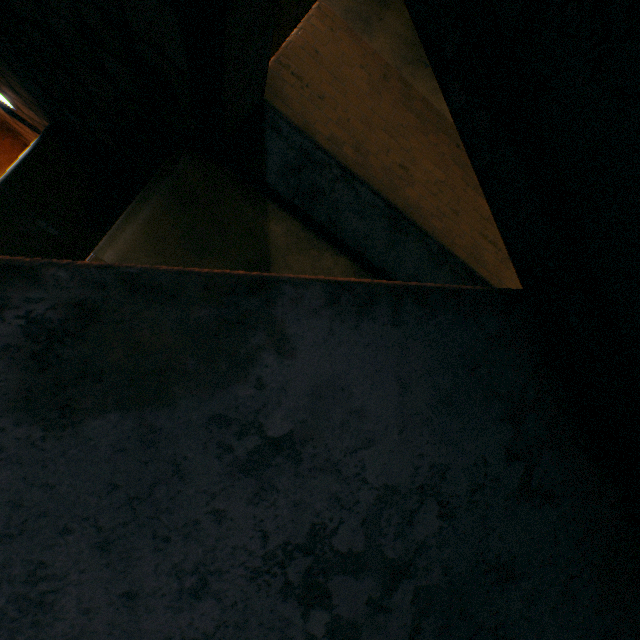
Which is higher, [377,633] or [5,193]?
[5,193]
